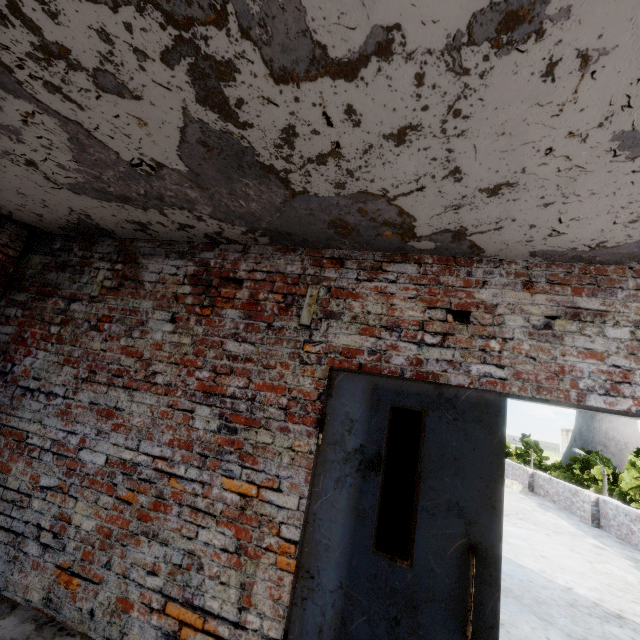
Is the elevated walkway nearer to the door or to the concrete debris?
the door

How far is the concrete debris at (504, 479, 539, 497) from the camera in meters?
12.2 m

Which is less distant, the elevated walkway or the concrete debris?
the elevated walkway

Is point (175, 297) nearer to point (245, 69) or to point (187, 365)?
point (187, 365)

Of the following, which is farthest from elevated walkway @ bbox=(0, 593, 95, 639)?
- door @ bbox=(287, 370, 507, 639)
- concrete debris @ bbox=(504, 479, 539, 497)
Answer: concrete debris @ bbox=(504, 479, 539, 497)

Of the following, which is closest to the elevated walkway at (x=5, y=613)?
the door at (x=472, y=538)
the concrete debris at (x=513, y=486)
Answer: the door at (x=472, y=538)

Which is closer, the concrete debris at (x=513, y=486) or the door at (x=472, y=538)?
the door at (x=472, y=538)
